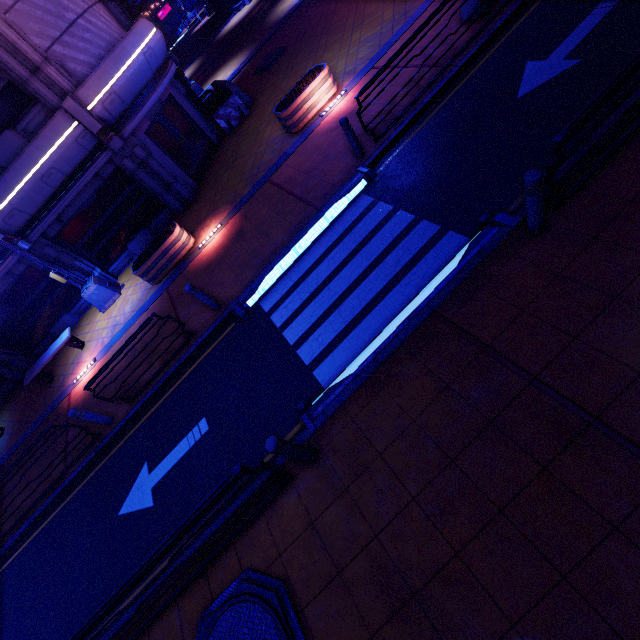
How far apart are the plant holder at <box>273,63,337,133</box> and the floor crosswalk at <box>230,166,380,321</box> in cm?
413

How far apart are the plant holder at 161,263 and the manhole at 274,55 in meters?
11.2 m

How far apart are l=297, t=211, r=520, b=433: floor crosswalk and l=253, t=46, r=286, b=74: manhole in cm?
1644

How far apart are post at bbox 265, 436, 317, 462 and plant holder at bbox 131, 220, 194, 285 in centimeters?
869cm

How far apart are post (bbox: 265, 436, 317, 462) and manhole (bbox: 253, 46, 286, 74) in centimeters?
1908cm

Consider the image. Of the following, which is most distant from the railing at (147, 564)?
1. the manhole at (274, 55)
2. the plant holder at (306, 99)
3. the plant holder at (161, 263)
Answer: the manhole at (274, 55)

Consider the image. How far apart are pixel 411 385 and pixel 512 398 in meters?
1.3

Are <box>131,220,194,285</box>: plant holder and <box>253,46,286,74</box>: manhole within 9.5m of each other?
no
